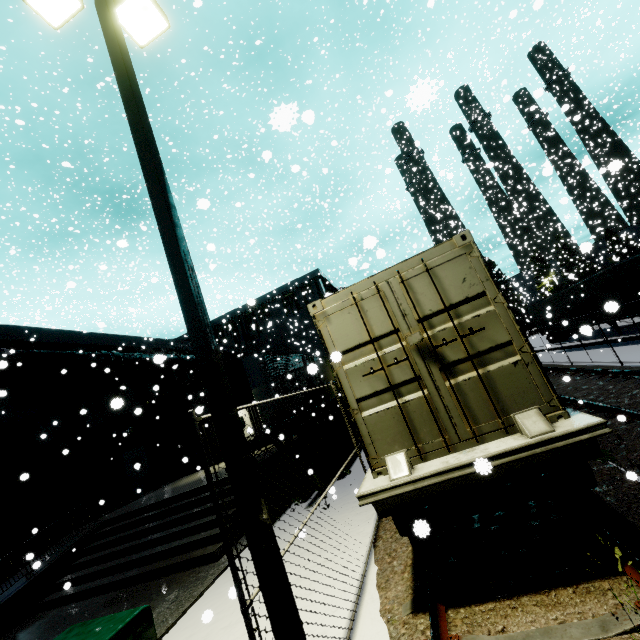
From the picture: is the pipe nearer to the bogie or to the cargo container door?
the cargo container door

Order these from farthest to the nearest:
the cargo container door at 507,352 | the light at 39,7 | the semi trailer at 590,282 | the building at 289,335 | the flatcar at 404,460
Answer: the building at 289,335, the semi trailer at 590,282, the light at 39,7, the cargo container door at 507,352, the flatcar at 404,460

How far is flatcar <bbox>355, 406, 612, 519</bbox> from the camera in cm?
349

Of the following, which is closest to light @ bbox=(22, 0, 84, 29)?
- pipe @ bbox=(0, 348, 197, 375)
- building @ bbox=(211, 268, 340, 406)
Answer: building @ bbox=(211, 268, 340, 406)

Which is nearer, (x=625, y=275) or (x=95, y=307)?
(x=625, y=275)

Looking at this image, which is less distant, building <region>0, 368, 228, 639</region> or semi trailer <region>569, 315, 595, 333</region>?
semi trailer <region>569, 315, 595, 333</region>

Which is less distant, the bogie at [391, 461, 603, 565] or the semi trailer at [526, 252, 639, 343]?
the bogie at [391, 461, 603, 565]

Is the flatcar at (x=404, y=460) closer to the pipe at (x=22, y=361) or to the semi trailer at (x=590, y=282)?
the pipe at (x=22, y=361)
